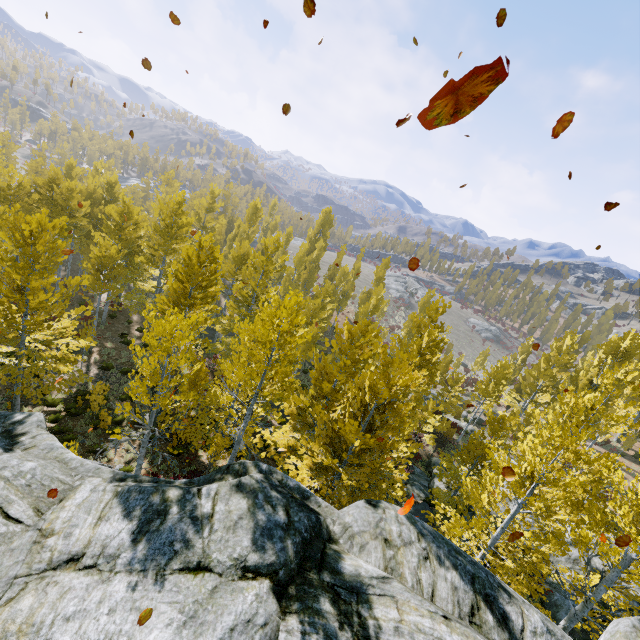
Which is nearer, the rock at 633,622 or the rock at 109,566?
the rock at 109,566

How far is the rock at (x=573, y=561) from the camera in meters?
15.0 m

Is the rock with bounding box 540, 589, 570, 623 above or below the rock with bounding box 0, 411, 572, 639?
below

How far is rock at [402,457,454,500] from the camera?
19.7m

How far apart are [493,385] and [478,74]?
27.1 meters

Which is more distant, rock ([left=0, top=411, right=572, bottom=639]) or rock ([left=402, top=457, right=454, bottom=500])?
rock ([left=402, top=457, right=454, bottom=500])
